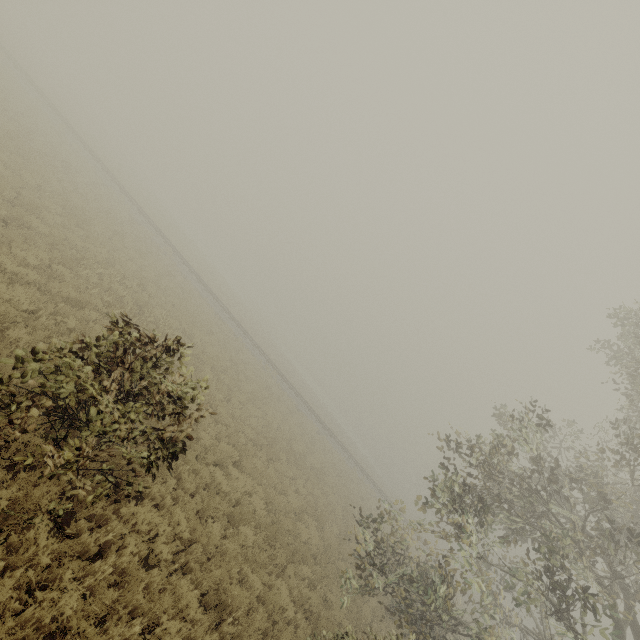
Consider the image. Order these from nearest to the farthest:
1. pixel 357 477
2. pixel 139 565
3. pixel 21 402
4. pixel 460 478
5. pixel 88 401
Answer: pixel 21 402, pixel 88 401, pixel 139 565, pixel 357 477, pixel 460 478
